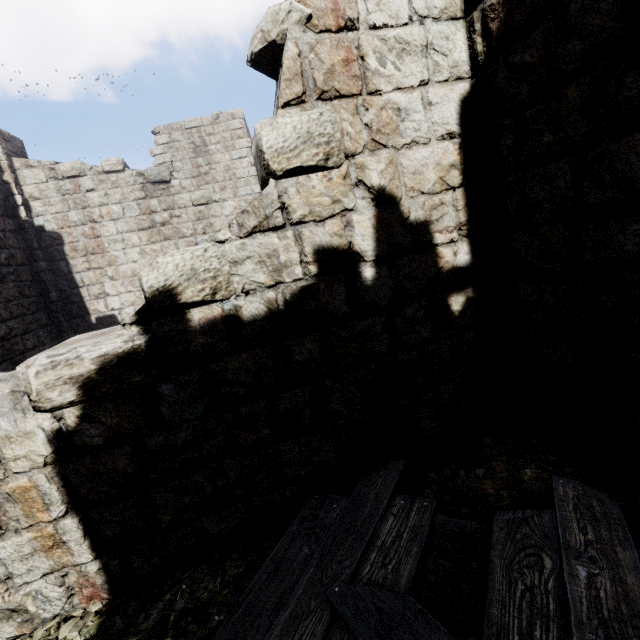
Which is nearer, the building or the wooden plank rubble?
the wooden plank rubble

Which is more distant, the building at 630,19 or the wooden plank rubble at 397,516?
the building at 630,19

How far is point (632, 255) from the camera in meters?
2.1
